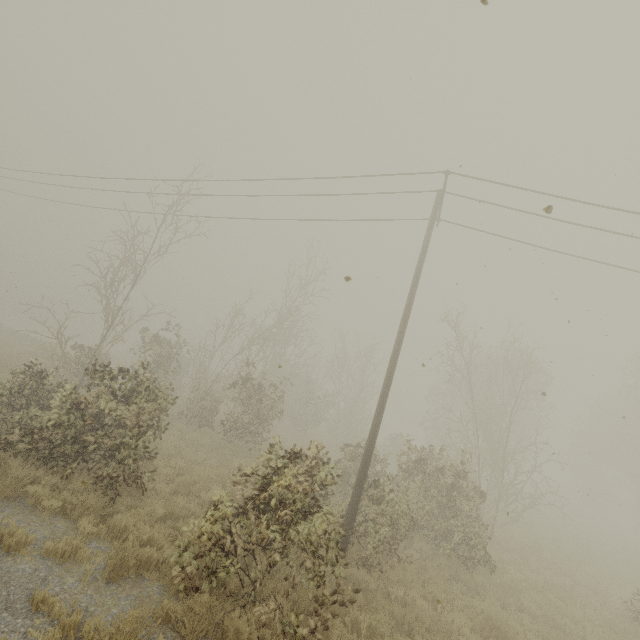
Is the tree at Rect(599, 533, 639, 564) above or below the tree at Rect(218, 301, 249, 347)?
below

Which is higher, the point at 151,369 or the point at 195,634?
the point at 151,369

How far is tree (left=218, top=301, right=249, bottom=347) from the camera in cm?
1811

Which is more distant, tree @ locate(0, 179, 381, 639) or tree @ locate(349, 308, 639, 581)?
tree @ locate(349, 308, 639, 581)

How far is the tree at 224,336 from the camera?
18.1m

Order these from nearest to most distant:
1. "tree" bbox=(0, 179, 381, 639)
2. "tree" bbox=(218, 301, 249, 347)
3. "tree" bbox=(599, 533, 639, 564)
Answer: "tree" bbox=(0, 179, 381, 639), "tree" bbox=(218, 301, 249, 347), "tree" bbox=(599, 533, 639, 564)

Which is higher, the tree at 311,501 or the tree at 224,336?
the tree at 224,336
